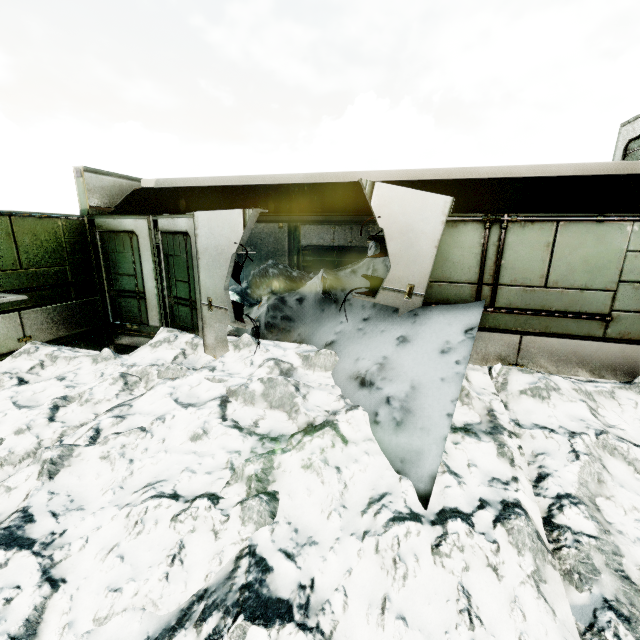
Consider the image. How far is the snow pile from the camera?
3.71m

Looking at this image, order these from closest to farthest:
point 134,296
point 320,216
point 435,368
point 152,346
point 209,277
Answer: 1. point 435,368
2. point 209,277
3. point 152,346
4. point 134,296
5. point 320,216

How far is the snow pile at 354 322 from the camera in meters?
3.7 m
